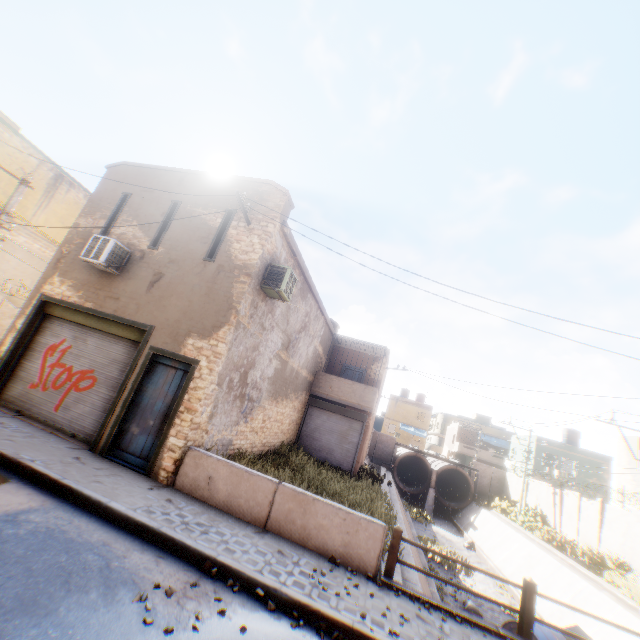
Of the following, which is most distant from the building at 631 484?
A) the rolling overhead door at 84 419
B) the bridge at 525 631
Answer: the bridge at 525 631

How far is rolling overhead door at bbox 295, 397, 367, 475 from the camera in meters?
16.8 m

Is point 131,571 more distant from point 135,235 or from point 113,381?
point 135,235

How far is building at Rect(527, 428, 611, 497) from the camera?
32.5m

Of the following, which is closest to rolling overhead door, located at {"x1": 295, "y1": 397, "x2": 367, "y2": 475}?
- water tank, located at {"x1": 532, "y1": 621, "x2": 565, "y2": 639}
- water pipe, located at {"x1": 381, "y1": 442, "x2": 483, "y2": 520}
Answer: water tank, located at {"x1": 532, "y1": 621, "x2": 565, "y2": 639}

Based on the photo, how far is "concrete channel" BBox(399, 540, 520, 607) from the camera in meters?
10.7

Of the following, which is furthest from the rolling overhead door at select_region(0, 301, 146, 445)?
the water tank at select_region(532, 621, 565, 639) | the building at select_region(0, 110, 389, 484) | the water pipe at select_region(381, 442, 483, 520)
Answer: the water pipe at select_region(381, 442, 483, 520)

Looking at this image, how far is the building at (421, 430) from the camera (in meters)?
50.75
